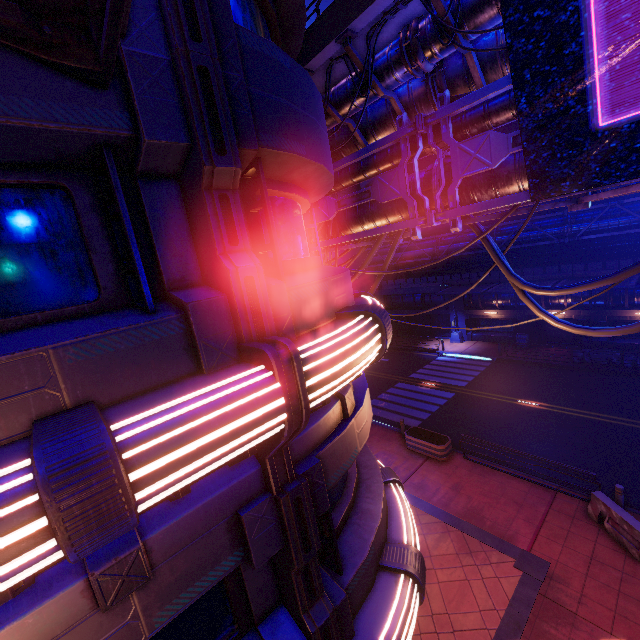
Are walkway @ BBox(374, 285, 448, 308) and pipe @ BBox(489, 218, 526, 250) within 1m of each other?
no

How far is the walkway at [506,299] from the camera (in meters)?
27.81

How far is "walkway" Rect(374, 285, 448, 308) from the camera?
33.0 meters

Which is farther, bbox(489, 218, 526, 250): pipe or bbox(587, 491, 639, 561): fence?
bbox(489, 218, 526, 250): pipe

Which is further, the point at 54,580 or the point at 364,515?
the point at 364,515

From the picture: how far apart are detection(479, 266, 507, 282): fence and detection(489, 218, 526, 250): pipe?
0.03m

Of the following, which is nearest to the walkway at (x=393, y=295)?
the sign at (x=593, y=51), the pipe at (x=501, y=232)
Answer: the pipe at (x=501, y=232)

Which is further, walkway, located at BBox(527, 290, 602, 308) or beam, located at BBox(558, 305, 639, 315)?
walkway, located at BBox(527, 290, 602, 308)
